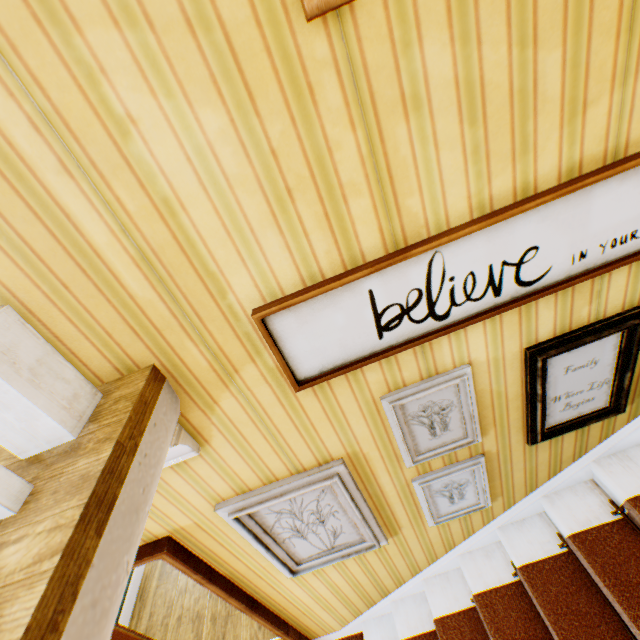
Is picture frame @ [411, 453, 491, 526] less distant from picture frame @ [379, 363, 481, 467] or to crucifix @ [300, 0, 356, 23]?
picture frame @ [379, 363, 481, 467]

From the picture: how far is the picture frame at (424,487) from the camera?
1.89m

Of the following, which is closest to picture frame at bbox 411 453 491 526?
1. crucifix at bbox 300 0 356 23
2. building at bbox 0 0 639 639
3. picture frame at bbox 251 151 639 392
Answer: building at bbox 0 0 639 639

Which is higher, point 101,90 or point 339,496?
point 101,90

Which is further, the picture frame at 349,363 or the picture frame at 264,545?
the picture frame at 264,545

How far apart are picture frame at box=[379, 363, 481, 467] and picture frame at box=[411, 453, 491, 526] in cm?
17

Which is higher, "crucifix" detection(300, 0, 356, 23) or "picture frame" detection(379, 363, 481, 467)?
A: "crucifix" detection(300, 0, 356, 23)
